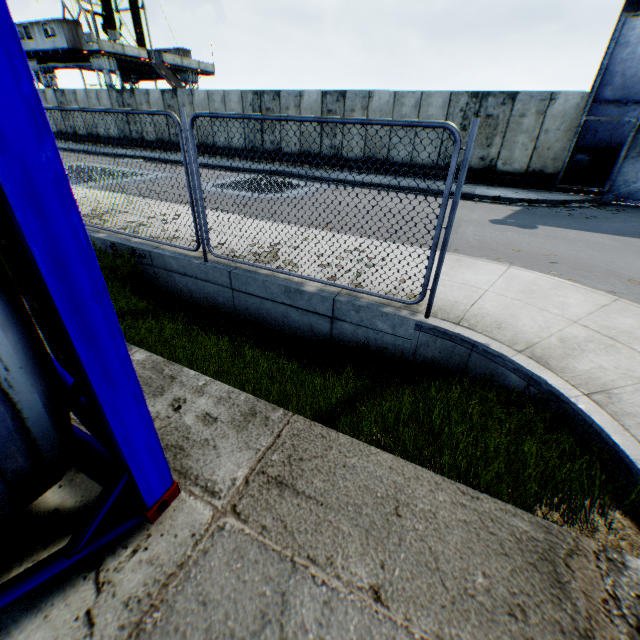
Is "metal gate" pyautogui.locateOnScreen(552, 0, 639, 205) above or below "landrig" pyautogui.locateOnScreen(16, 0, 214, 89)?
below

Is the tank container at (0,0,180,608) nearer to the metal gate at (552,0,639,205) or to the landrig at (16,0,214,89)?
the metal gate at (552,0,639,205)

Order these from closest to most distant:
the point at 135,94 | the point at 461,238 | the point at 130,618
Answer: the point at 130,618
the point at 461,238
the point at 135,94

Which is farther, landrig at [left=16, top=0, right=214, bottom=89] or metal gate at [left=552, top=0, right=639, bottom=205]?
landrig at [left=16, top=0, right=214, bottom=89]

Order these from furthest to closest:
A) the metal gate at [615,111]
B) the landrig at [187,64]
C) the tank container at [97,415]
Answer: the landrig at [187,64] < the metal gate at [615,111] < the tank container at [97,415]

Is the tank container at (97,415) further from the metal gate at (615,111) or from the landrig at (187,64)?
the landrig at (187,64)
